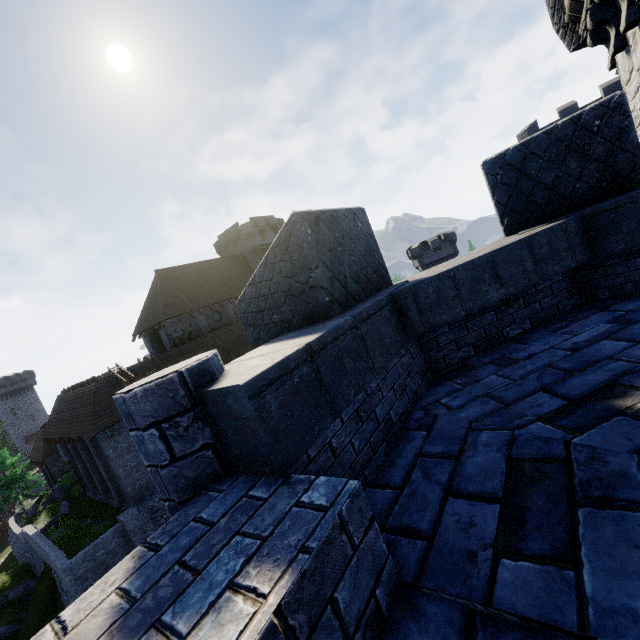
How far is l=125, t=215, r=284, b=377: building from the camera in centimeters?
3027cm

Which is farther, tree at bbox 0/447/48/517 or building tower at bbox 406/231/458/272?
building tower at bbox 406/231/458/272

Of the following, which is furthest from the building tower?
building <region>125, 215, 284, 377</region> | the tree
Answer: the tree

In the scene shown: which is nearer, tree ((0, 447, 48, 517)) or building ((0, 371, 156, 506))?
building ((0, 371, 156, 506))

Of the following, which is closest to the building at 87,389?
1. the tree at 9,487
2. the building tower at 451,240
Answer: the tree at 9,487

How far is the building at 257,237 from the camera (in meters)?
30.27

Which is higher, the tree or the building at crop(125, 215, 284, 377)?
the building at crop(125, 215, 284, 377)

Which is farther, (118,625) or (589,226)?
(589,226)
